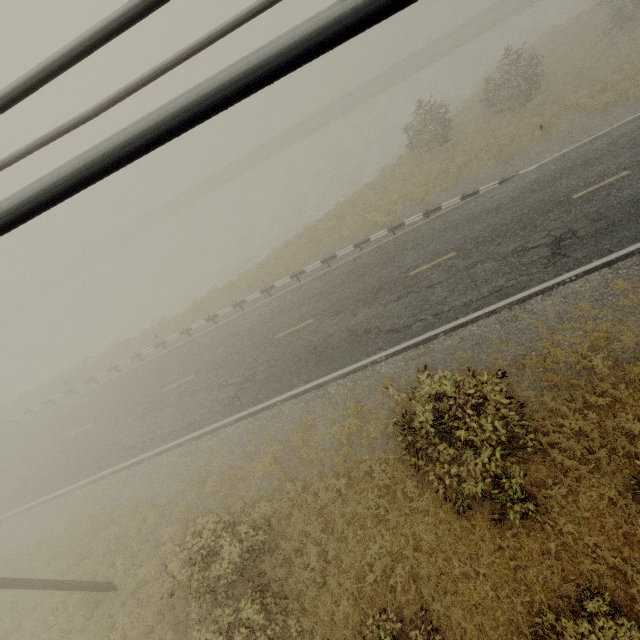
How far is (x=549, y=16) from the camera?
29.5m

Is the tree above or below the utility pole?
above

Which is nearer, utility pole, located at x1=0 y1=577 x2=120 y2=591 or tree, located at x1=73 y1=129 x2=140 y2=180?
tree, located at x1=73 y1=129 x2=140 y2=180

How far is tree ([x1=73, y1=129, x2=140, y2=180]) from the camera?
0.9 meters

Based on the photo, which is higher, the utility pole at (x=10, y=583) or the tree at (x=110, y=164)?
the tree at (x=110, y=164)

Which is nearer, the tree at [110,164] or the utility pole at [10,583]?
the tree at [110,164]
